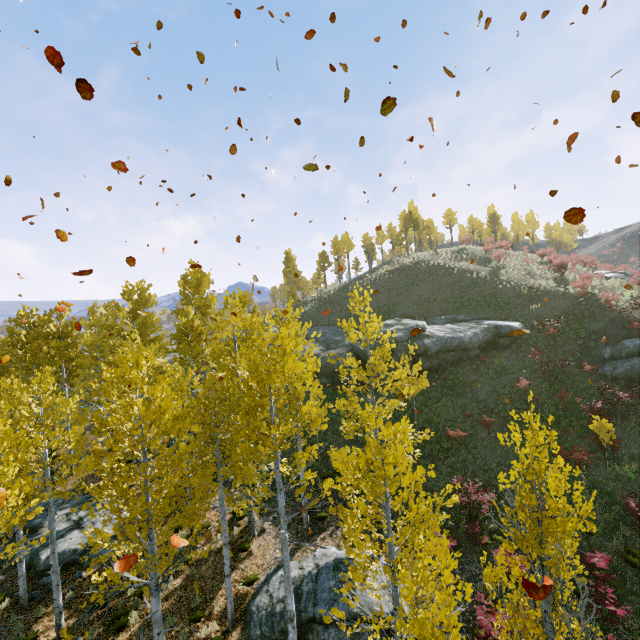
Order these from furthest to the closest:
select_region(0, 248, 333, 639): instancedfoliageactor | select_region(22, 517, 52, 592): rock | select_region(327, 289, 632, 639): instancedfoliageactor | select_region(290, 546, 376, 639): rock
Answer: select_region(22, 517, 52, 592): rock, select_region(290, 546, 376, 639): rock, select_region(0, 248, 333, 639): instancedfoliageactor, select_region(327, 289, 632, 639): instancedfoliageactor

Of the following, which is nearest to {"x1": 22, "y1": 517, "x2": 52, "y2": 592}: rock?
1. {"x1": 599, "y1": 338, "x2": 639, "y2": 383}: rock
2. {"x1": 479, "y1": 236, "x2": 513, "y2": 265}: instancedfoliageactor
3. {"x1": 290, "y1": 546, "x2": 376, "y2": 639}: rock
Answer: {"x1": 479, "y1": 236, "x2": 513, "y2": 265}: instancedfoliageactor

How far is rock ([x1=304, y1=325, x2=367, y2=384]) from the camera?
25.22m

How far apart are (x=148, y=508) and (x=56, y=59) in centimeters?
808cm

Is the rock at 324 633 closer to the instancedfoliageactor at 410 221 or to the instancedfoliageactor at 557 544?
the instancedfoliageactor at 557 544

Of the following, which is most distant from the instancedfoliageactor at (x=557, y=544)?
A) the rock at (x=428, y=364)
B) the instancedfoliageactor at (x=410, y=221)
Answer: the instancedfoliageactor at (x=410, y=221)

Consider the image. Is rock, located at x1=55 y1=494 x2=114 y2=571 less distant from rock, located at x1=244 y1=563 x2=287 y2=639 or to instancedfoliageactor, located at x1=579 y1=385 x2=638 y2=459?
instancedfoliageactor, located at x1=579 y1=385 x2=638 y2=459

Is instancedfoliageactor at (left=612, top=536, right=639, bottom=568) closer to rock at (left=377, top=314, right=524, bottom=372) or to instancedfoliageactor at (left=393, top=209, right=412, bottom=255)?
rock at (left=377, top=314, right=524, bottom=372)
